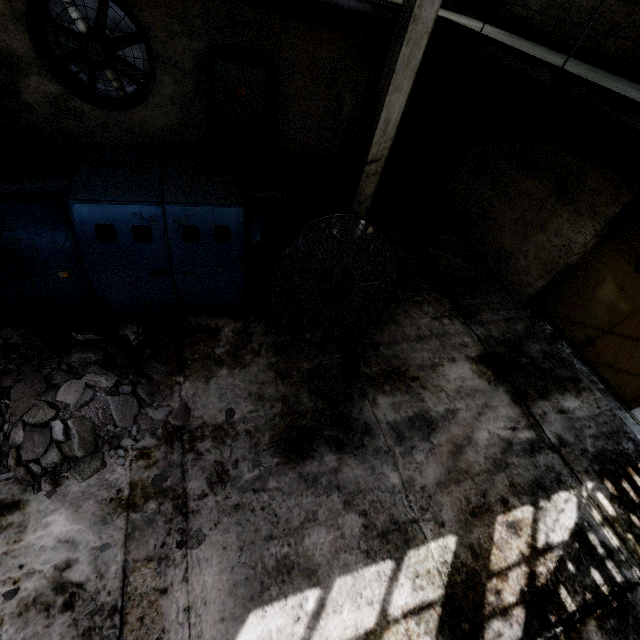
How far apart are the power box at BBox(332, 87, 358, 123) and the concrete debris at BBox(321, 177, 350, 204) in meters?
1.4

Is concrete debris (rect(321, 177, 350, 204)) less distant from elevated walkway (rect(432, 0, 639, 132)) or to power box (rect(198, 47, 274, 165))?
power box (rect(198, 47, 274, 165))

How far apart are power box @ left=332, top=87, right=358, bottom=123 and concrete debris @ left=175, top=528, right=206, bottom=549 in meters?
9.8

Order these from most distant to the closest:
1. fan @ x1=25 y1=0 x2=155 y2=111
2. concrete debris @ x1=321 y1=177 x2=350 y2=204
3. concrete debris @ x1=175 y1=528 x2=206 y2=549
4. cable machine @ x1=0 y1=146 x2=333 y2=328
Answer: concrete debris @ x1=321 y1=177 x2=350 y2=204 < fan @ x1=25 y1=0 x2=155 y2=111 < cable machine @ x1=0 y1=146 x2=333 y2=328 < concrete debris @ x1=175 y1=528 x2=206 y2=549

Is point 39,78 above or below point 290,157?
above

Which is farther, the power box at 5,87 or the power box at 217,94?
the power box at 217,94

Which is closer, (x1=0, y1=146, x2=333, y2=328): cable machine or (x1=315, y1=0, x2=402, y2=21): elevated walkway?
(x1=0, y1=146, x2=333, y2=328): cable machine

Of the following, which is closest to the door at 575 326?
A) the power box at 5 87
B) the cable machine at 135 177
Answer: the cable machine at 135 177
